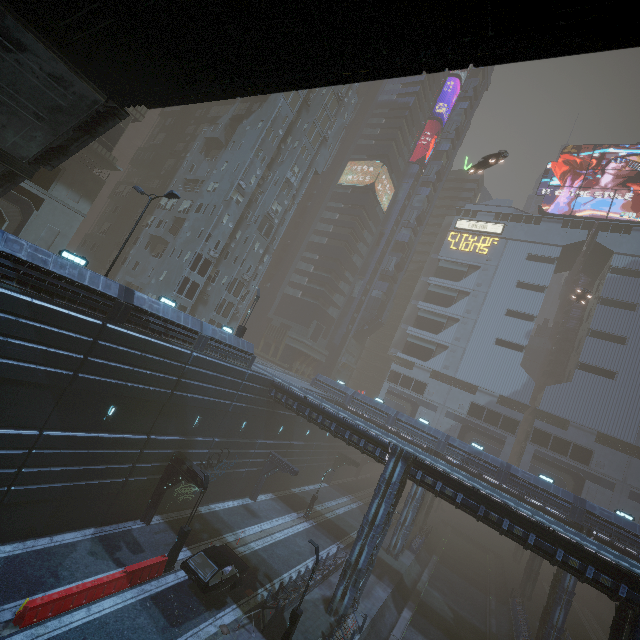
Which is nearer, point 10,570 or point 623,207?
point 10,570

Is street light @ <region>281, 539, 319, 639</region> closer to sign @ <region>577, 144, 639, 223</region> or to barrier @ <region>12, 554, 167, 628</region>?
barrier @ <region>12, 554, 167, 628</region>

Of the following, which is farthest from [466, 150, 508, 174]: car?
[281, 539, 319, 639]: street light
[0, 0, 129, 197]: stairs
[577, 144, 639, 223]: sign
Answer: [281, 539, 319, 639]: street light

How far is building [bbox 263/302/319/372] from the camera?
57.52m

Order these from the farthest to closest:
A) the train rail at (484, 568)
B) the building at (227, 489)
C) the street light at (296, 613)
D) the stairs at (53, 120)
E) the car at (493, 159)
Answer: the car at (493, 159)
the train rail at (484, 568)
the street light at (296, 613)
the building at (227, 489)
the stairs at (53, 120)

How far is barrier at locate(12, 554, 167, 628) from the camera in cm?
1317

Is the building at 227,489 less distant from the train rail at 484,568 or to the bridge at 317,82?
the train rail at 484,568

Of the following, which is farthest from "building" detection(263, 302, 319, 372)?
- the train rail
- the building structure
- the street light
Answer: the building structure
